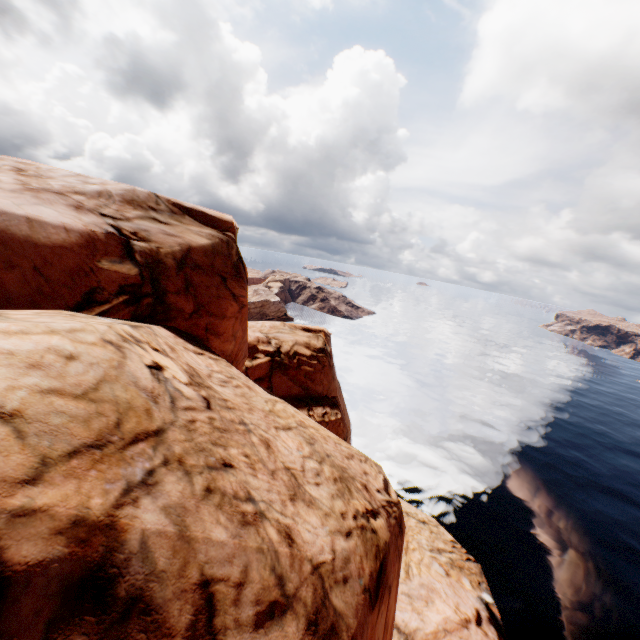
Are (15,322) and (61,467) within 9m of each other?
yes
